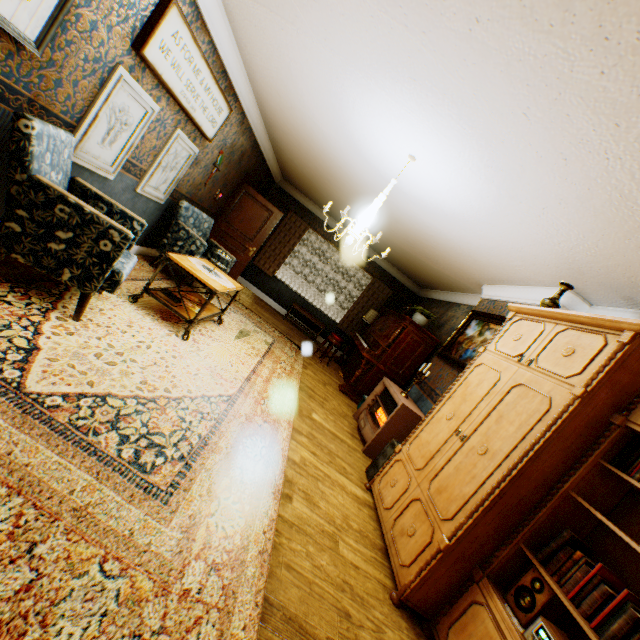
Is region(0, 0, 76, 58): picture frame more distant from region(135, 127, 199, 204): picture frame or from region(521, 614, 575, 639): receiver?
region(521, 614, 575, 639): receiver

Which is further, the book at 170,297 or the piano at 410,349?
the piano at 410,349

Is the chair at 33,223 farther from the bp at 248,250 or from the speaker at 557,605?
the bp at 248,250

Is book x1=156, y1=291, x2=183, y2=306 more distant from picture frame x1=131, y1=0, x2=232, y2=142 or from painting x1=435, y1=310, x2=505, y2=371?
painting x1=435, y1=310, x2=505, y2=371

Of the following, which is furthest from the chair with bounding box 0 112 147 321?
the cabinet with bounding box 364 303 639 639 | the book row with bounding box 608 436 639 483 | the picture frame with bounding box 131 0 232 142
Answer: the book row with bounding box 608 436 639 483

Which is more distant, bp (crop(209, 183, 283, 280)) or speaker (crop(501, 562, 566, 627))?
bp (crop(209, 183, 283, 280))

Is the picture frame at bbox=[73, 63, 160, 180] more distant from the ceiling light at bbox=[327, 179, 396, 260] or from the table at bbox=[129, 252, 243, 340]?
the ceiling light at bbox=[327, 179, 396, 260]

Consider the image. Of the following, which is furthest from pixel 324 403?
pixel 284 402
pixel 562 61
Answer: pixel 562 61
